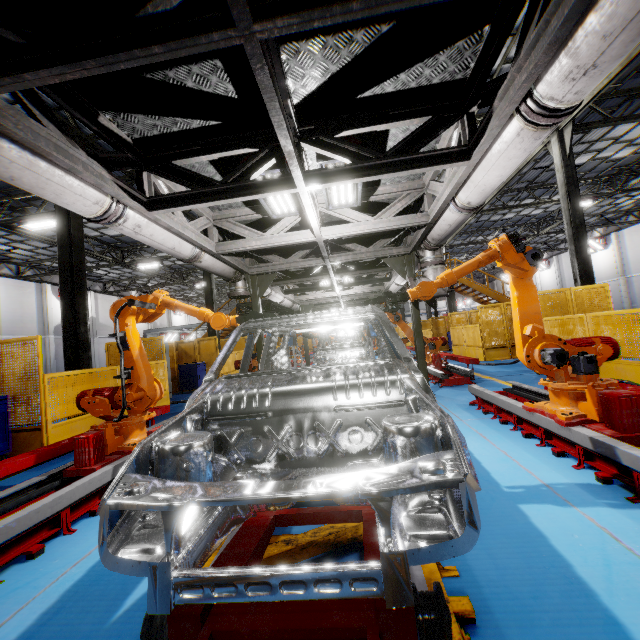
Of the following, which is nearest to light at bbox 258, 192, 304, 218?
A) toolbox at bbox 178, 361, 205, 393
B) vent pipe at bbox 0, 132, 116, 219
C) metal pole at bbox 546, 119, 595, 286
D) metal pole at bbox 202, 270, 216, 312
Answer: vent pipe at bbox 0, 132, 116, 219

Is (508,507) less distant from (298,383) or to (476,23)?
(298,383)

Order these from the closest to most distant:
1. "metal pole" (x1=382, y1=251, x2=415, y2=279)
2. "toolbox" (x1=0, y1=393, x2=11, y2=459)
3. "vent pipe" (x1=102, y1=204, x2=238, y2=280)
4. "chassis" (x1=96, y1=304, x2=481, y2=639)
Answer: "chassis" (x1=96, y1=304, x2=481, y2=639) → "vent pipe" (x1=102, y1=204, x2=238, y2=280) → "toolbox" (x1=0, y1=393, x2=11, y2=459) → "metal pole" (x1=382, y1=251, x2=415, y2=279)

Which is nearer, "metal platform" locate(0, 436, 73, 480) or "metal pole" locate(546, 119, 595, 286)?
"metal platform" locate(0, 436, 73, 480)

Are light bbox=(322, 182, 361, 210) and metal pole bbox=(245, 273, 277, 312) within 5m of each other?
yes

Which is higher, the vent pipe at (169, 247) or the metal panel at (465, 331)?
the vent pipe at (169, 247)

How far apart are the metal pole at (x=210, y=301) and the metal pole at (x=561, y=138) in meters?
14.7 m

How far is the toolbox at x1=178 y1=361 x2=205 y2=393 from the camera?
13.13m
